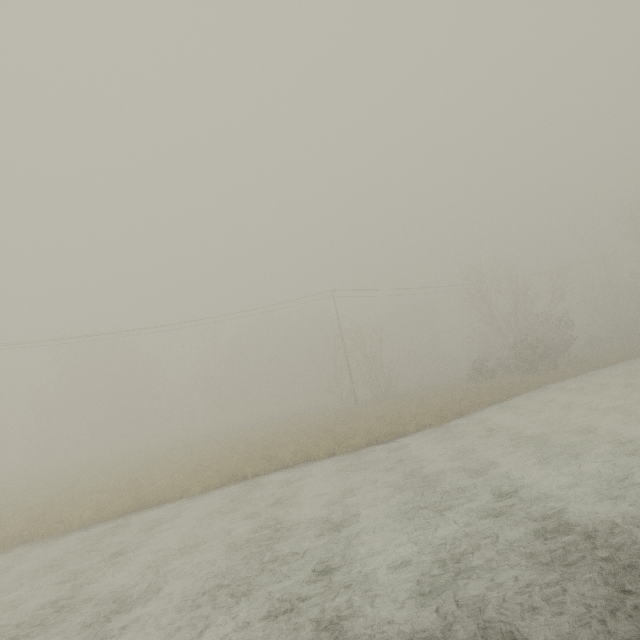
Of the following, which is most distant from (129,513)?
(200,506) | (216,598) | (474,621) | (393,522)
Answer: (474,621)
